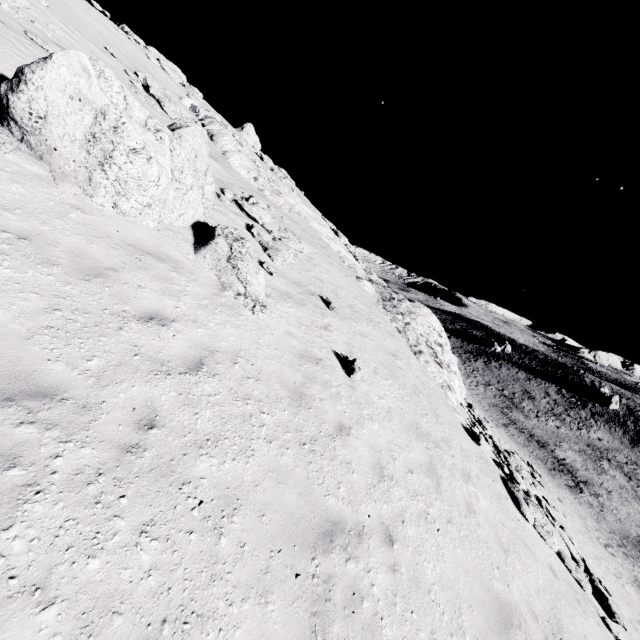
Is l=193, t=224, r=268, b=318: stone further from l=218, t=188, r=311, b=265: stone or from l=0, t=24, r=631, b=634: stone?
l=218, t=188, r=311, b=265: stone

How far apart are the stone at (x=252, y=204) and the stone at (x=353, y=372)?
6.6m

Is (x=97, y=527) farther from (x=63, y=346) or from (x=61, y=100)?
(x=61, y=100)

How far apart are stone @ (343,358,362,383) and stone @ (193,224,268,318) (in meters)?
2.70

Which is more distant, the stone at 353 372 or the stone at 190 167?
the stone at 353 372

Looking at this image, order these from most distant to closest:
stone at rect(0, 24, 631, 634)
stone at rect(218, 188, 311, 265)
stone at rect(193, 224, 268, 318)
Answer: stone at rect(218, 188, 311, 265), stone at rect(193, 224, 268, 318), stone at rect(0, 24, 631, 634)

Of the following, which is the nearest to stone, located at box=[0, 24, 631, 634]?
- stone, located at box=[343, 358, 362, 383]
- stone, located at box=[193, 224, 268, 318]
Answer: stone, located at box=[193, 224, 268, 318]

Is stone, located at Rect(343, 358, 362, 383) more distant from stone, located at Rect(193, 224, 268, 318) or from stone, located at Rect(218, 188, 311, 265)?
stone, located at Rect(218, 188, 311, 265)
